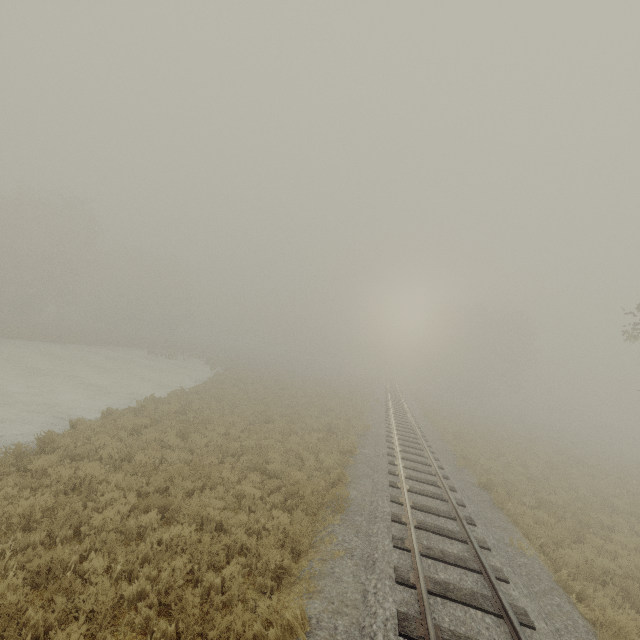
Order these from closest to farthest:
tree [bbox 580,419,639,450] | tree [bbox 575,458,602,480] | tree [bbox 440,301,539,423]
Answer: tree [bbox 575,458,602,480] → tree [bbox 580,419,639,450] → tree [bbox 440,301,539,423]

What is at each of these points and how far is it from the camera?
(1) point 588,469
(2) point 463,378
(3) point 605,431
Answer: (1) tree, 20.2m
(2) tree, 54.7m
(3) tree, 44.6m

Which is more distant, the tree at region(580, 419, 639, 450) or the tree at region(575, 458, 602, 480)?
the tree at region(580, 419, 639, 450)

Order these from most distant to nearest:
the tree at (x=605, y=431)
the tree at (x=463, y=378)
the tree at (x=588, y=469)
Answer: the tree at (x=463, y=378) → the tree at (x=605, y=431) → the tree at (x=588, y=469)

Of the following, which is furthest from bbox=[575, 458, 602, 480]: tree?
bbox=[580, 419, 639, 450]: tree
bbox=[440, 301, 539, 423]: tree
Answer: bbox=[440, 301, 539, 423]: tree

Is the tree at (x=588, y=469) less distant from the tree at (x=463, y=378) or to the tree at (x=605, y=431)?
the tree at (x=605, y=431)

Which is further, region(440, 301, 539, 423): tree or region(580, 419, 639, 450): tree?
region(440, 301, 539, 423): tree
